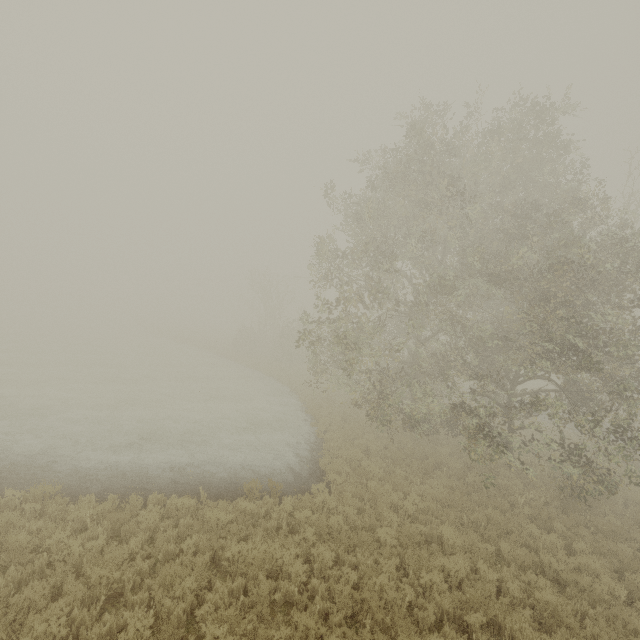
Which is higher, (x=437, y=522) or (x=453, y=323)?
(x=453, y=323)

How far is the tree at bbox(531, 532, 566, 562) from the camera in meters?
8.4

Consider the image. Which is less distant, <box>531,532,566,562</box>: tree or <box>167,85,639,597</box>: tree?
<box>531,532,566,562</box>: tree

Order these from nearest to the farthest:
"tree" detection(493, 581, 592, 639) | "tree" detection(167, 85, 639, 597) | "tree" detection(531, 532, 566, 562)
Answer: "tree" detection(493, 581, 592, 639) < "tree" detection(531, 532, 566, 562) < "tree" detection(167, 85, 639, 597)

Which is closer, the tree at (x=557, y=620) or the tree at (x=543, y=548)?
the tree at (x=557, y=620)

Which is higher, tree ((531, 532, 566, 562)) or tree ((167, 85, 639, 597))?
tree ((167, 85, 639, 597))

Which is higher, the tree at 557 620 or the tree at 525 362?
the tree at 525 362
